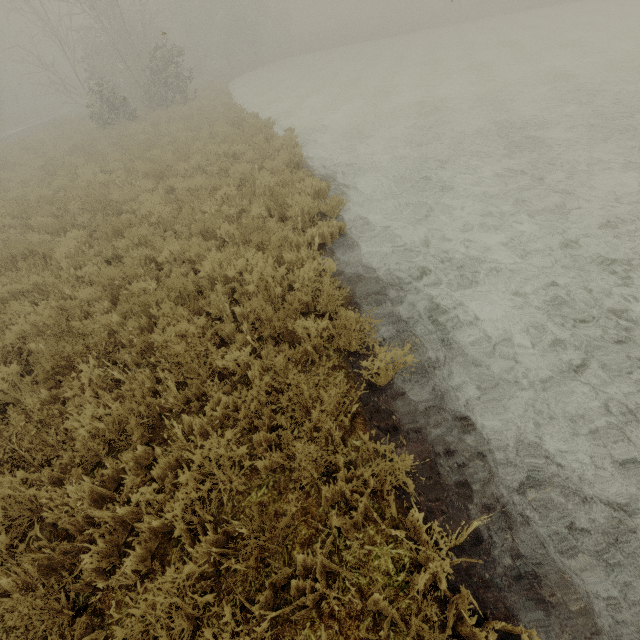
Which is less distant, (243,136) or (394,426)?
(394,426)
